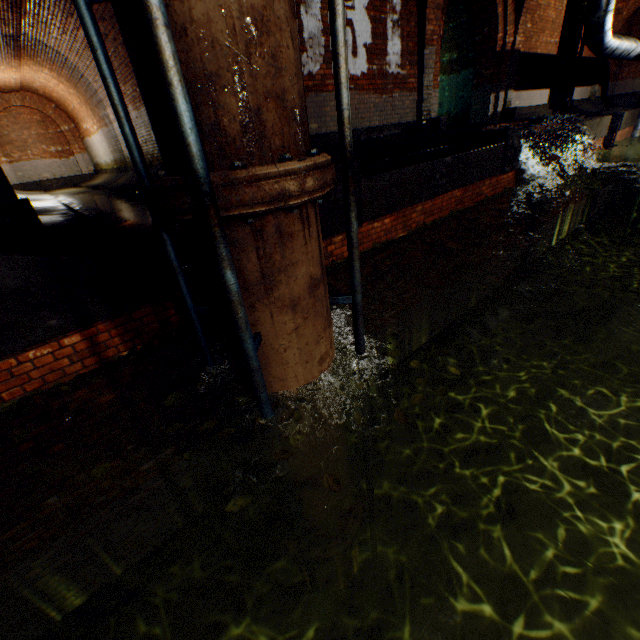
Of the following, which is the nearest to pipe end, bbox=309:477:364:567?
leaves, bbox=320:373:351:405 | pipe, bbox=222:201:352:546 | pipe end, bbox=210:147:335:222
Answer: pipe, bbox=222:201:352:546

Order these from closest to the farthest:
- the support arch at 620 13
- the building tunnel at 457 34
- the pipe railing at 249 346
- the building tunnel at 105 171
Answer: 1. the pipe railing at 249 346
2. the building tunnel at 105 171
3. the building tunnel at 457 34
4. the support arch at 620 13

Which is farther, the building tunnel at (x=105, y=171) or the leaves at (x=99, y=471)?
the building tunnel at (x=105, y=171)

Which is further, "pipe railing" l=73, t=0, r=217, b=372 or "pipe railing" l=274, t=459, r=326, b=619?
"pipe railing" l=274, t=459, r=326, b=619

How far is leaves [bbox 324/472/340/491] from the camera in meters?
1.9 m

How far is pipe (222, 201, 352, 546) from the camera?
2.1 meters

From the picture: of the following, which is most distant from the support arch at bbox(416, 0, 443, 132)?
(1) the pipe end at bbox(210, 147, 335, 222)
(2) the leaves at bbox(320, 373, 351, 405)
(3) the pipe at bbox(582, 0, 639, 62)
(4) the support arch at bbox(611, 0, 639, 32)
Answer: (4) the support arch at bbox(611, 0, 639, 32)

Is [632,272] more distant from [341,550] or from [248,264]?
[248,264]
